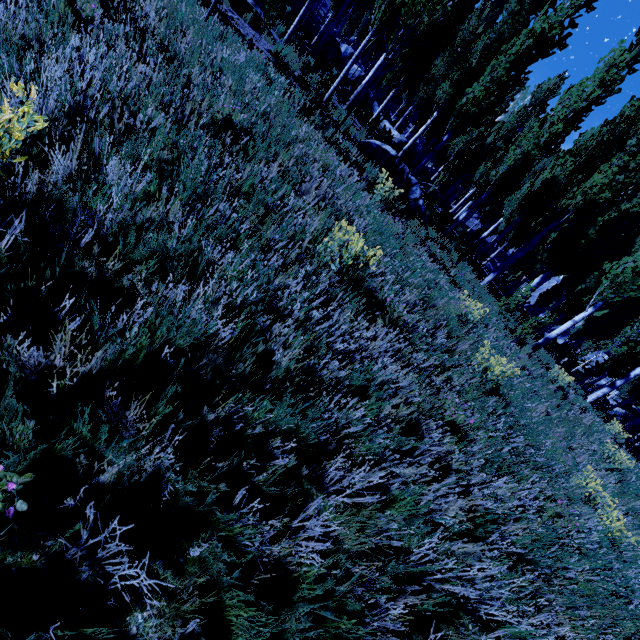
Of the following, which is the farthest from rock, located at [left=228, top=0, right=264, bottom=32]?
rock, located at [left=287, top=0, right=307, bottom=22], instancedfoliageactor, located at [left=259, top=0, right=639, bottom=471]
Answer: rock, located at [left=287, top=0, right=307, bottom=22]

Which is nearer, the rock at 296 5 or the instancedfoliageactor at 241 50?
the instancedfoliageactor at 241 50

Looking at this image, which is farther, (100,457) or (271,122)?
(271,122)

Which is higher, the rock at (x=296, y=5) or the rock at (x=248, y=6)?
the rock at (x=296, y=5)

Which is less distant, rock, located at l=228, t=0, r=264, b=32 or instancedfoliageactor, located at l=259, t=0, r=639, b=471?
instancedfoliageactor, located at l=259, t=0, r=639, b=471

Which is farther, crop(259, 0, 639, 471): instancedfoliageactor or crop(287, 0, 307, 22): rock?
crop(287, 0, 307, 22): rock

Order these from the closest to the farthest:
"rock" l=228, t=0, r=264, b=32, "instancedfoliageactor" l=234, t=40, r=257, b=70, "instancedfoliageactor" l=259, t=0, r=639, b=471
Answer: "instancedfoliageactor" l=234, t=40, r=257, b=70
"instancedfoliageactor" l=259, t=0, r=639, b=471
"rock" l=228, t=0, r=264, b=32
